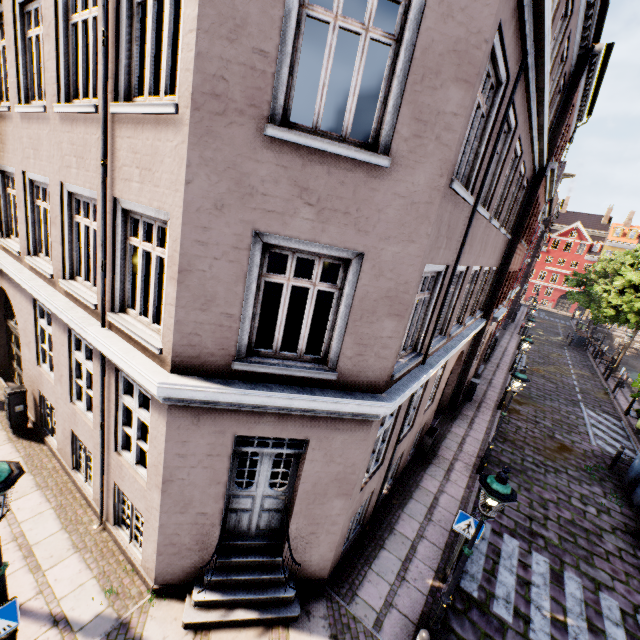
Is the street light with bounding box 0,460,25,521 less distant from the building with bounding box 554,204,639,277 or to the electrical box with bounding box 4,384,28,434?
the building with bounding box 554,204,639,277

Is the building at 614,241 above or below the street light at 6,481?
above

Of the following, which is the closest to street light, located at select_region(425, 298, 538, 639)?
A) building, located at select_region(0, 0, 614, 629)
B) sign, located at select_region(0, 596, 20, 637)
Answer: sign, located at select_region(0, 596, 20, 637)

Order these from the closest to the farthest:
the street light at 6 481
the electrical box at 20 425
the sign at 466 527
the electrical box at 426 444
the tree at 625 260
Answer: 1. the street light at 6 481
2. the sign at 466 527
3. the electrical box at 20 425
4. the electrical box at 426 444
5. the tree at 625 260

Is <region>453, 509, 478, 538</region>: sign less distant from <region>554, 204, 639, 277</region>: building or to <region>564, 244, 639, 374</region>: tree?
<region>554, 204, 639, 277</region>: building

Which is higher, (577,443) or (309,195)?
(309,195)

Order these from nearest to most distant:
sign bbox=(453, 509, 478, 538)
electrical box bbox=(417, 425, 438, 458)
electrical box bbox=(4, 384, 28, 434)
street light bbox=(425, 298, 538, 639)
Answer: street light bbox=(425, 298, 538, 639)
sign bbox=(453, 509, 478, 538)
electrical box bbox=(4, 384, 28, 434)
electrical box bbox=(417, 425, 438, 458)

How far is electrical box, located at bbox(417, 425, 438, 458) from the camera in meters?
10.7 m
